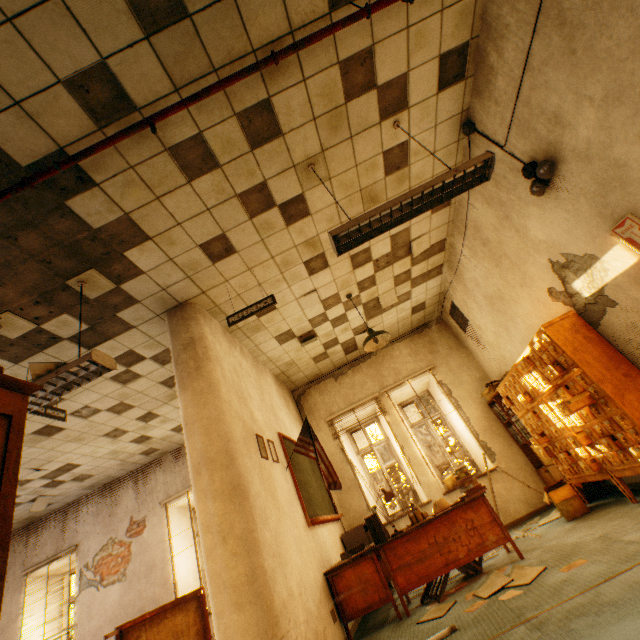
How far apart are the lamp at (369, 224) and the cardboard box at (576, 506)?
4.0m

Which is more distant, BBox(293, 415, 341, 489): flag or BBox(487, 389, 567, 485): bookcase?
BBox(487, 389, 567, 485): bookcase

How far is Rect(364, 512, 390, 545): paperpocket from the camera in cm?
392

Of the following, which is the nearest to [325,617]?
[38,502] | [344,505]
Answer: [344,505]

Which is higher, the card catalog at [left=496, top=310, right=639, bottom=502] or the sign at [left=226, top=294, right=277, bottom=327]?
the sign at [left=226, top=294, right=277, bottom=327]

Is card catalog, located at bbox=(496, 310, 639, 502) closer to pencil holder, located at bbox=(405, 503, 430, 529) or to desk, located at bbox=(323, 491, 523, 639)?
desk, located at bbox=(323, 491, 523, 639)

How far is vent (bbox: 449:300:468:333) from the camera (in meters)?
6.34

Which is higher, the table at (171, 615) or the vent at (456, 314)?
the vent at (456, 314)
